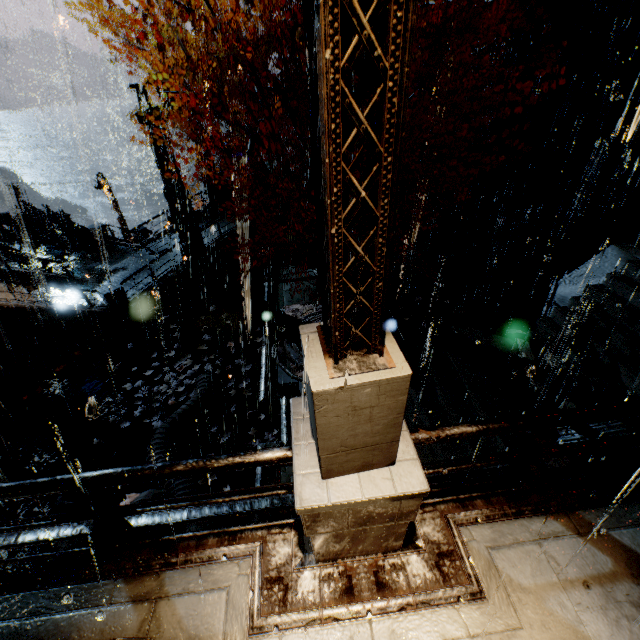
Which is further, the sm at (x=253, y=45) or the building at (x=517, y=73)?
the building at (x=517, y=73)

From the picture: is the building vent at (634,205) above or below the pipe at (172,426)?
above

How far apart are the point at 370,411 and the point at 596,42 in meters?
22.9

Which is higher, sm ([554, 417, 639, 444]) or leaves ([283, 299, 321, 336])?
sm ([554, 417, 639, 444])

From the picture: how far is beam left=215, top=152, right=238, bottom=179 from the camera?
24.0m

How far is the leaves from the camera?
13.8 meters

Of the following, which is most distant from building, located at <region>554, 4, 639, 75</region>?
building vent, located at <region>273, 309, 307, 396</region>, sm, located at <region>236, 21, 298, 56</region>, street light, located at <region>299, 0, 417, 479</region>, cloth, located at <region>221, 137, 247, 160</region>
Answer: cloth, located at <region>221, 137, 247, 160</region>

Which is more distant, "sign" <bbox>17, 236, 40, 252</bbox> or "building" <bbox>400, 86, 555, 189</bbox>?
"sign" <bbox>17, 236, 40, 252</bbox>
